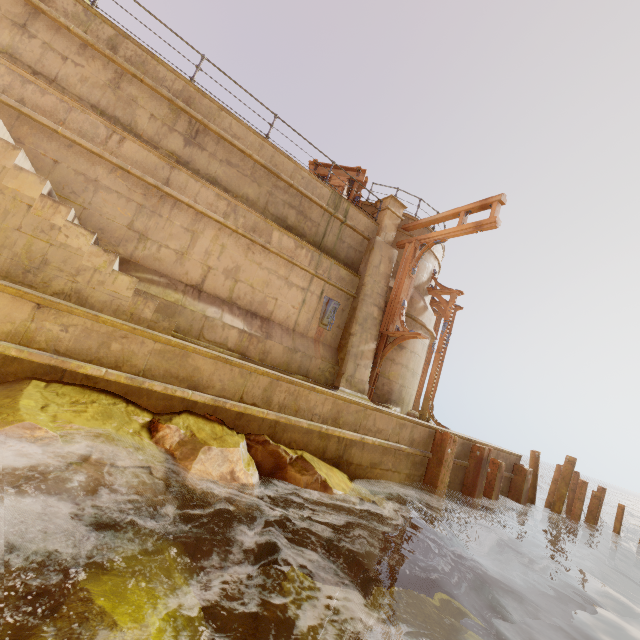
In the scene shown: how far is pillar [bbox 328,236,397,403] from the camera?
9.5 meters

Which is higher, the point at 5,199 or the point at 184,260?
the point at 184,260

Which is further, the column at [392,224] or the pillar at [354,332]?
the column at [392,224]

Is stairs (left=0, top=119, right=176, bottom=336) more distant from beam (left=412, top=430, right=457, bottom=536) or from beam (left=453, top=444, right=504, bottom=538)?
beam (left=453, top=444, right=504, bottom=538)

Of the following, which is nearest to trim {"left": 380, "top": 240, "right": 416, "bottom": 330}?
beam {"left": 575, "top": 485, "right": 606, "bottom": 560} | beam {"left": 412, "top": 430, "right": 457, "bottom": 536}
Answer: beam {"left": 412, "top": 430, "right": 457, "bottom": 536}

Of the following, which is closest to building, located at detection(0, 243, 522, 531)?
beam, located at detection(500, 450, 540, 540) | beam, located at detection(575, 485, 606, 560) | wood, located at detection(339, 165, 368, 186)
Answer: beam, located at detection(500, 450, 540, 540)

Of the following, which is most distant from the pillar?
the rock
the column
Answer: the rock

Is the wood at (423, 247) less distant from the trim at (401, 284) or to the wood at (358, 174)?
the trim at (401, 284)
